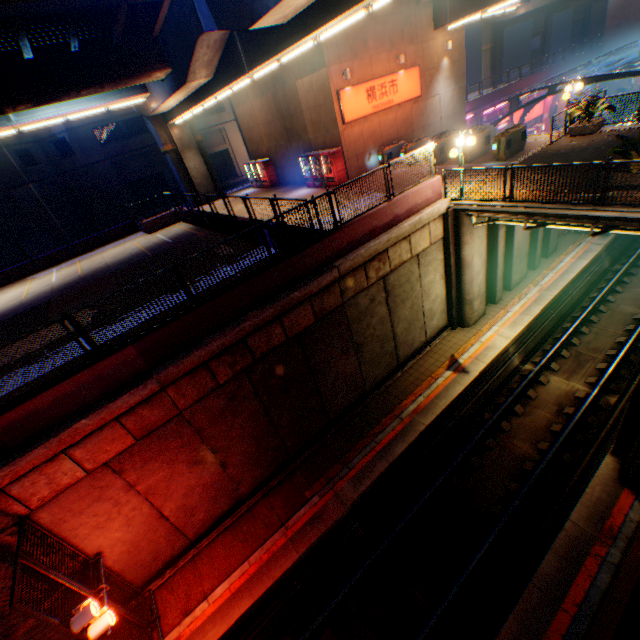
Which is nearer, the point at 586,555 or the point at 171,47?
the point at 586,555

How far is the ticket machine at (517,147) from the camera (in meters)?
14.52

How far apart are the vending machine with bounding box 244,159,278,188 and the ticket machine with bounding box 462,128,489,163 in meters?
14.5

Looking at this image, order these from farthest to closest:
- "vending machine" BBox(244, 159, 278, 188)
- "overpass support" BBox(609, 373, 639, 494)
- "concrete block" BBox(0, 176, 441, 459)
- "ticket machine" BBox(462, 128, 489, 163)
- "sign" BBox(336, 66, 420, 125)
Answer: "vending machine" BBox(244, 159, 278, 188)
"sign" BBox(336, 66, 420, 125)
"ticket machine" BBox(462, 128, 489, 163)
"overpass support" BBox(609, 373, 639, 494)
"concrete block" BBox(0, 176, 441, 459)

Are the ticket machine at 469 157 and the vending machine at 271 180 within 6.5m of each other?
no

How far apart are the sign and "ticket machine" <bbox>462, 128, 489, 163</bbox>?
5.74m

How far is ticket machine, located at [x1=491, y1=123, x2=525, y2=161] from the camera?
14.5 meters

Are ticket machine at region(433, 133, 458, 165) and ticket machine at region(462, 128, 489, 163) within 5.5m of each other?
yes
